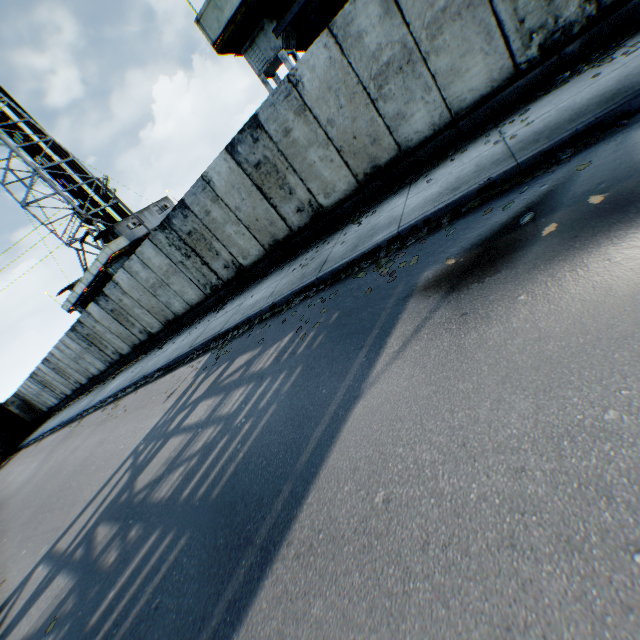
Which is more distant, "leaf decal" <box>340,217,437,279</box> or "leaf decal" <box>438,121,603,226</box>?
"leaf decal" <box>340,217,437,279</box>

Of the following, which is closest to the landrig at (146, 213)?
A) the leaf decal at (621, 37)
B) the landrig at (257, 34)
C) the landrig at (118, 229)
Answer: the landrig at (118, 229)

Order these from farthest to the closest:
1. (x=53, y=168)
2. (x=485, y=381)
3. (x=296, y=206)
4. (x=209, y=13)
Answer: (x=53, y=168)
(x=209, y=13)
(x=296, y=206)
(x=485, y=381)

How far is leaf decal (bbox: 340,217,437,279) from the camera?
5.2m

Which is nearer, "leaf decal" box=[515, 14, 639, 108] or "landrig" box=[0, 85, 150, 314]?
"leaf decal" box=[515, 14, 639, 108]

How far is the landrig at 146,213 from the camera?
28.5 meters

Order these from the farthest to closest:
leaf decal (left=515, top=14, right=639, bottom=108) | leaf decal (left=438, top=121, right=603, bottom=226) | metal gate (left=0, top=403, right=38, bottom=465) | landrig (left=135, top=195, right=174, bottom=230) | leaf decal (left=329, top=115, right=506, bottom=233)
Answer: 1. landrig (left=135, top=195, right=174, bottom=230)
2. metal gate (left=0, top=403, right=38, bottom=465)
3. leaf decal (left=329, top=115, right=506, bottom=233)
4. leaf decal (left=515, top=14, right=639, bottom=108)
5. leaf decal (left=438, top=121, right=603, bottom=226)

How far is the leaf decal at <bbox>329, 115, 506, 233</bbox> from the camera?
6.6 meters
